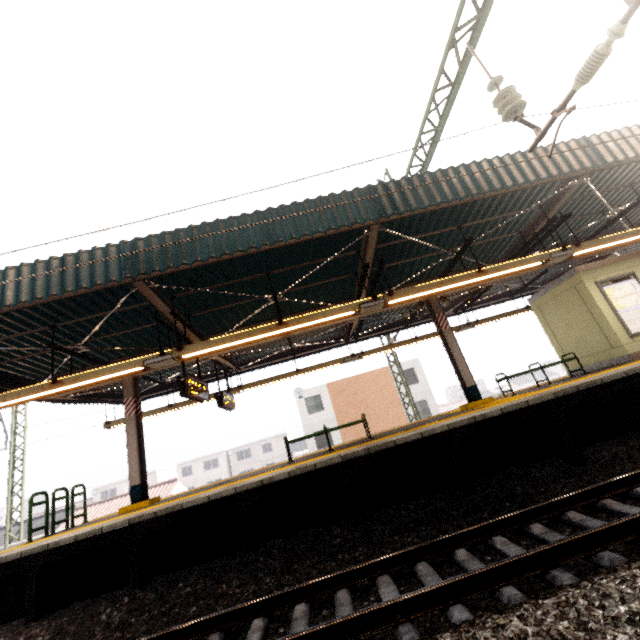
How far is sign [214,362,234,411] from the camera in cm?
1026

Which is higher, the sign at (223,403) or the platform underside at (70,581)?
the sign at (223,403)

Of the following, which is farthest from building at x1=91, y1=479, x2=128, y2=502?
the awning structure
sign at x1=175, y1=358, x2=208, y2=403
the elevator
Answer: the elevator

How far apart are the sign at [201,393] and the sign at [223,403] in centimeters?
135cm

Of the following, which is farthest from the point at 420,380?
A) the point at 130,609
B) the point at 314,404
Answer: the point at 130,609

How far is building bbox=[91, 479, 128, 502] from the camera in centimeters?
4791cm

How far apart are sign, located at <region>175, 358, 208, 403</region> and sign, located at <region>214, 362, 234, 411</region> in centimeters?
135cm

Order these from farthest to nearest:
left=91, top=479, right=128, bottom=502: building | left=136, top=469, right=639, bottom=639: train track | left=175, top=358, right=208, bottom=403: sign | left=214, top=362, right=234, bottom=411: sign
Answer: left=91, top=479, right=128, bottom=502: building, left=214, top=362, right=234, bottom=411: sign, left=175, top=358, right=208, bottom=403: sign, left=136, top=469, right=639, bottom=639: train track
